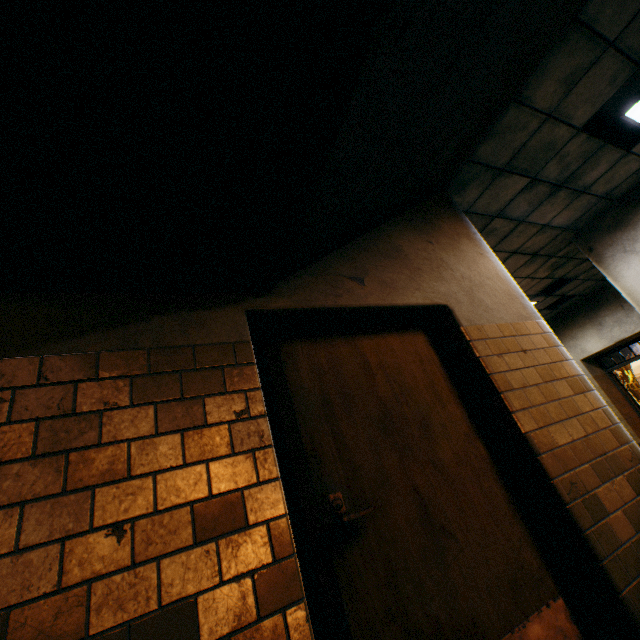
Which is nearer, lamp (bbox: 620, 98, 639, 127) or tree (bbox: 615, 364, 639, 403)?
lamp (bbox: 620, 98, 639, 127)

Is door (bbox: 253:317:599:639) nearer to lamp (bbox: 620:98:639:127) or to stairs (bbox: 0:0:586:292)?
stairs (bbox: 0:0:586:292)

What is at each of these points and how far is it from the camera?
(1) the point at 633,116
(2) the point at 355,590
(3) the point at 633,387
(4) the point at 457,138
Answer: (1) lamp, 3.97m
(2) door, 1.47m
(3) tree, 18.67m
(4) stairs, 2.84m

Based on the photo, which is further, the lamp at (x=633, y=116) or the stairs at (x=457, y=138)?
the lamp at (x=633, y=116)

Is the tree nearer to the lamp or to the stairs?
the stairs

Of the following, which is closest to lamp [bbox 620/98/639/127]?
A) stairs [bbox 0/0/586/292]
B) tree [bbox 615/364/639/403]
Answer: stairs [bbox 0/0/586/292]

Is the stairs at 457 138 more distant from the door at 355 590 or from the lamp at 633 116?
the lamp at 633 116

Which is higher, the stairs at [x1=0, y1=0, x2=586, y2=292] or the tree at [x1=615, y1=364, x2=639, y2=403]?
the stairs at [x1=0, y1=0, x2=586, y2=292]
